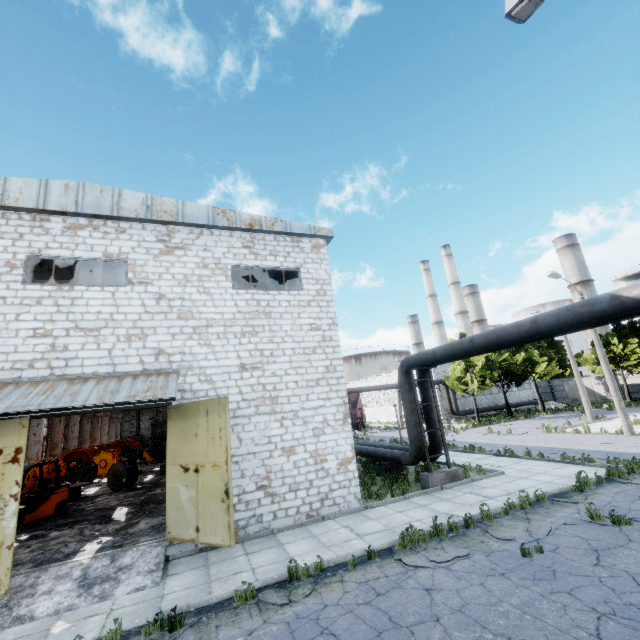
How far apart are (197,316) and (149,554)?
7.2 meters

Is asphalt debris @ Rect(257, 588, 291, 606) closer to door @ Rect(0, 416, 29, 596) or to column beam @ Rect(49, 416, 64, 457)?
door @ Rect(0, 416, 29, 596)

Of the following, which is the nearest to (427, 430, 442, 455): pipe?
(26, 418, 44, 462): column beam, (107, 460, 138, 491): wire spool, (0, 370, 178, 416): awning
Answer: (0, 370, 178, 416): awning

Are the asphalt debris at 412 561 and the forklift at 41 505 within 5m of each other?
no

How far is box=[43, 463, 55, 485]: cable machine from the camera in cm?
1948

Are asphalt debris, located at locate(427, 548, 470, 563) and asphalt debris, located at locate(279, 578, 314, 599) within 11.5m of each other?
yes

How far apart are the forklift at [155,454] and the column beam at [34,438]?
7.6m

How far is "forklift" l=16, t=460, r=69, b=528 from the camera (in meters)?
12.91
